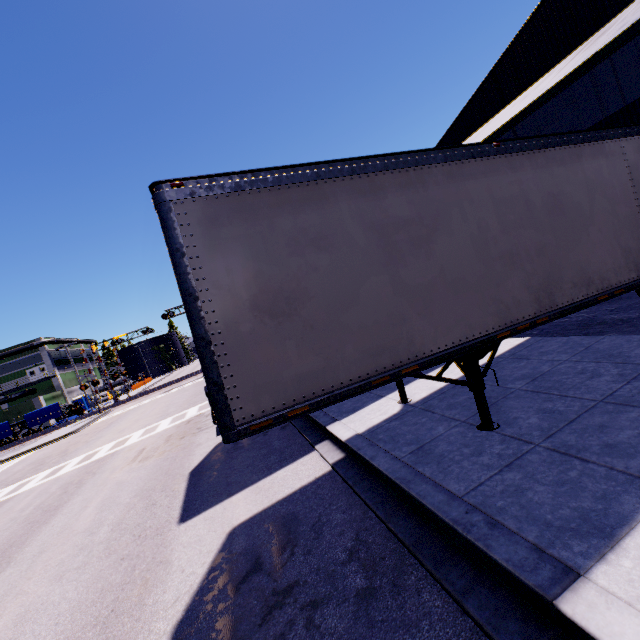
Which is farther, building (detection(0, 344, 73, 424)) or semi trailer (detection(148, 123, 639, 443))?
building (detection(0, 344, 73, 424))

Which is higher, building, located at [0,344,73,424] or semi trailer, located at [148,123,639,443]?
building, located at [0,344,73,424]

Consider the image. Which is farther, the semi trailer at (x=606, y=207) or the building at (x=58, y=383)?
the building at (x=58, y=383)

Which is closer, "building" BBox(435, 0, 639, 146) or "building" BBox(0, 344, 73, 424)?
"building" BBox(435, 0, 639, 146)

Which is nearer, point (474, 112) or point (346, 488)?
point (346, 488)

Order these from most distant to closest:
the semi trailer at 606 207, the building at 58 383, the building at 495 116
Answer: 1. the building at 58 383
2. the building at 495 116
3. the semi trailer at 606 207
